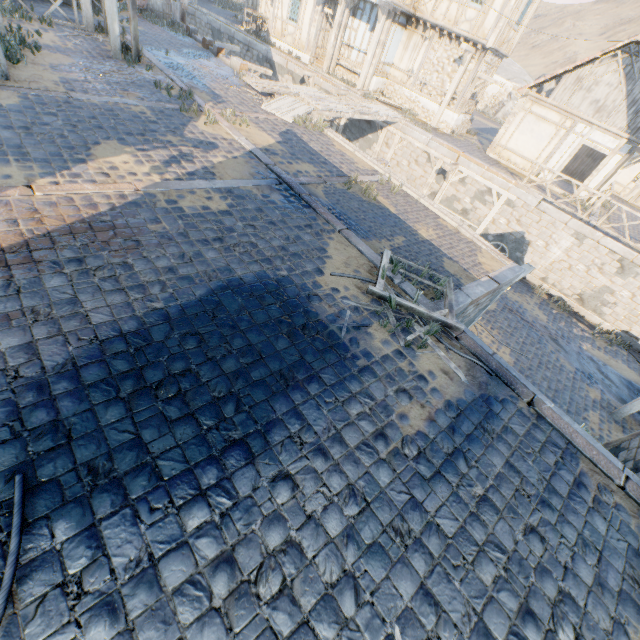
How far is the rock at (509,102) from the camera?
30.4 meters

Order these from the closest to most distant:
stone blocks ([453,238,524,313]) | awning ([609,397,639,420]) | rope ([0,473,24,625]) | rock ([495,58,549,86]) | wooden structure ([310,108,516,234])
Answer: rope ([0,473,24,625]) < stone blocks ([453,238,524,313]) < awning ([609,397,639,420]) < wooden structure ([310,108,516,234]) < rock ([495,58,549,86])

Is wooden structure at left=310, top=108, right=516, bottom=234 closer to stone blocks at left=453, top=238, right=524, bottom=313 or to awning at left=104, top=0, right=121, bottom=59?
stone blocks at left=453, top=238, right=524, bottom=313

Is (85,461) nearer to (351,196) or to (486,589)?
(486,589)

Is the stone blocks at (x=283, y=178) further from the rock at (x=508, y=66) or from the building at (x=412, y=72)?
the building at (x=412, y=72)

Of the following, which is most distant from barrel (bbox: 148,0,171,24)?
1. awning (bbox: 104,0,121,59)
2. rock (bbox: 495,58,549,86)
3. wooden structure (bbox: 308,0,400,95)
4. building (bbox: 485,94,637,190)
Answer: building (bbox: 485,94,637,190)

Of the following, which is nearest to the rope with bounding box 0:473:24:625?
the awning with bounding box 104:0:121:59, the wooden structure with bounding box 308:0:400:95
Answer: the awning with bounding box 104:0:121:59

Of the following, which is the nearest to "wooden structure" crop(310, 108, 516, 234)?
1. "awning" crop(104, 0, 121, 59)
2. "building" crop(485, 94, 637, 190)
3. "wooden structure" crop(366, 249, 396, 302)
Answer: "building" crop(485, 94, 637, 190)
